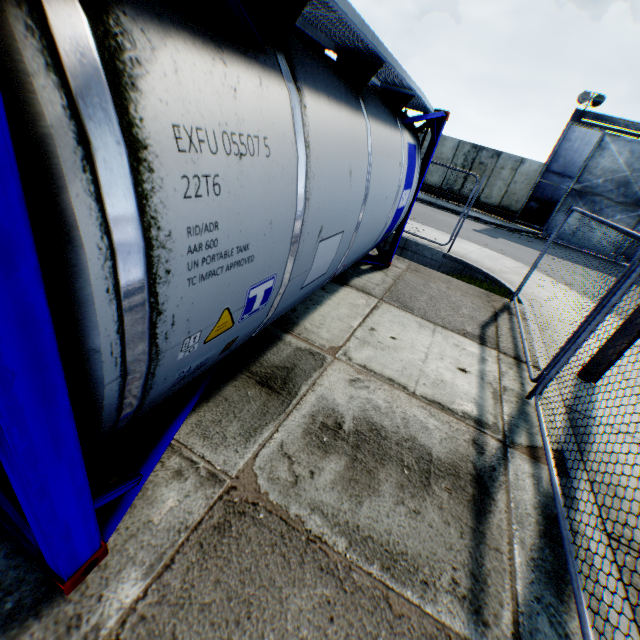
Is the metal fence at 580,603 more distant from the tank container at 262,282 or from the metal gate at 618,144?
the metal gate at 618,144

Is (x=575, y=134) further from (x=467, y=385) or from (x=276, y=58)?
(x=276, y=58)

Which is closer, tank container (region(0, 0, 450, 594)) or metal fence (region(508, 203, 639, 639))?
tank container (region(0, 0, 450, 594))

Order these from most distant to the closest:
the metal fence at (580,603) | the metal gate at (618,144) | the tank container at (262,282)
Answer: the metal gate at (618,144)
the metal fence at (580,603)
the tank container at (262,282)

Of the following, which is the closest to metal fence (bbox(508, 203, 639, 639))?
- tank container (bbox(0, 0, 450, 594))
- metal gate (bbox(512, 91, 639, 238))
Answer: tank container (bbox(0, 0, 450, 594))

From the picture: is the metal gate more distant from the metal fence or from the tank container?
the tank container

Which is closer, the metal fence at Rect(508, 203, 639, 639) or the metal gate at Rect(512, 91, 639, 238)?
Answer: the metal fence at Rect(508, 203, 639, 639)

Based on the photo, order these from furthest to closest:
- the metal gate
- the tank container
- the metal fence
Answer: the metal gate < the metal fence < the tank container
